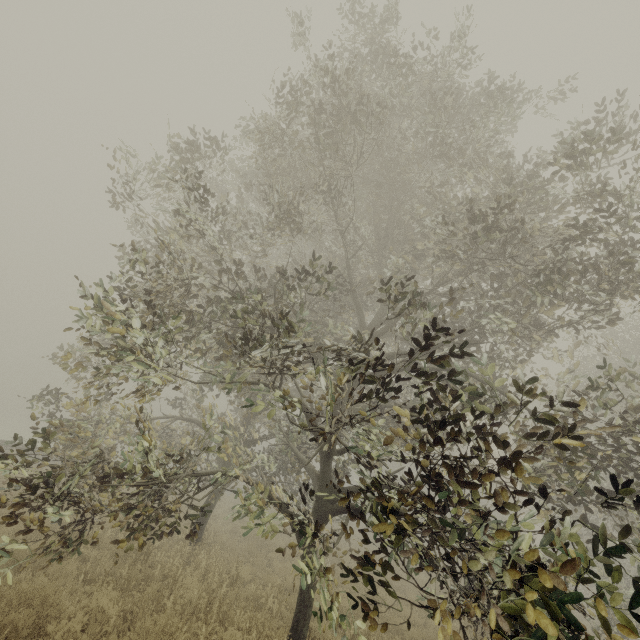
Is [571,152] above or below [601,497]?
above
